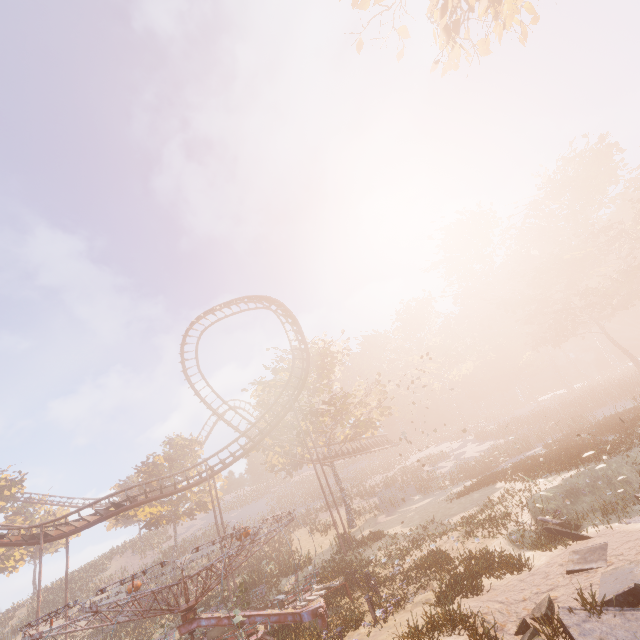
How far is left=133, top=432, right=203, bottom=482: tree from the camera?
39.8 meters

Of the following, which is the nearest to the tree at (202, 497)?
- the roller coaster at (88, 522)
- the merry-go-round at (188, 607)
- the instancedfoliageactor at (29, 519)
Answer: the roller coaster at (88, 522)

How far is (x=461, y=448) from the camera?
46.6 meters

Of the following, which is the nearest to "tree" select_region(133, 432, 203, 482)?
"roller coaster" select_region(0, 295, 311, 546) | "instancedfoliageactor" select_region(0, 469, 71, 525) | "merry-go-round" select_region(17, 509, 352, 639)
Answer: "roller coaster" select_region(0, 295, 311, 546)

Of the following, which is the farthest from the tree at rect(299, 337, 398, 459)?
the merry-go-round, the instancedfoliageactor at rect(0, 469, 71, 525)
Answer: the instancedfoliageactor at rect(0, 469, 71, 525)

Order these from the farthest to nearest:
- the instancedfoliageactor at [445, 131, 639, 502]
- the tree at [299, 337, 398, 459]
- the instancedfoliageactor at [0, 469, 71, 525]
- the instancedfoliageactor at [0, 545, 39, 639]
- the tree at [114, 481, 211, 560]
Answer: the instancedfoliageactor at [0, 469, 71, 525]
the instancedfoliageactor at [0, 545, 39, 639]
the tree at [114, 481, 211, 560]
the tree at [299, 337, 398, 459]
the instancedfoliageactor at [445, 131, 639, 502]

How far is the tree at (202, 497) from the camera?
36.34m
